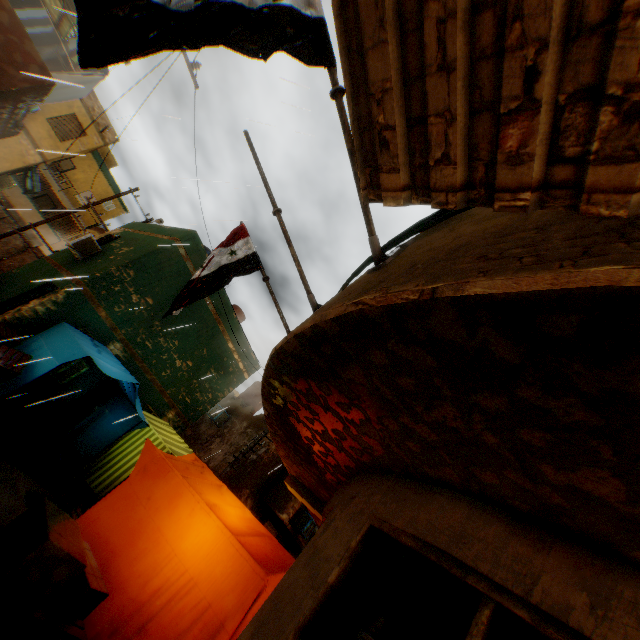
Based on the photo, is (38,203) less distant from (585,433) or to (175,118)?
(175,118)

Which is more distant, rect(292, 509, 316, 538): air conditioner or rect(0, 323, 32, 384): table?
rect(292, 509, 316, 538): air conditioner

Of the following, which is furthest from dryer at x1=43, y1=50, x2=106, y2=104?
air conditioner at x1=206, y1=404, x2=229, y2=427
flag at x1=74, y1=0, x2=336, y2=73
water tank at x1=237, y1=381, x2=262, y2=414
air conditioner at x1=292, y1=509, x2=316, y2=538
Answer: air conditioner at x1=206, y1=404, x2=229, y2=427

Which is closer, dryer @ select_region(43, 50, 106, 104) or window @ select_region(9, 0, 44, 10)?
A: window @ select_region(9, 0, 44, 10)

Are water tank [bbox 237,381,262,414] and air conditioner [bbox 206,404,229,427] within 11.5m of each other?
yes

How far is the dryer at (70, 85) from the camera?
7.1m

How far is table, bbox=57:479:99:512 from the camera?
7.0 meters

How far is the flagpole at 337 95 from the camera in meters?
2.4
